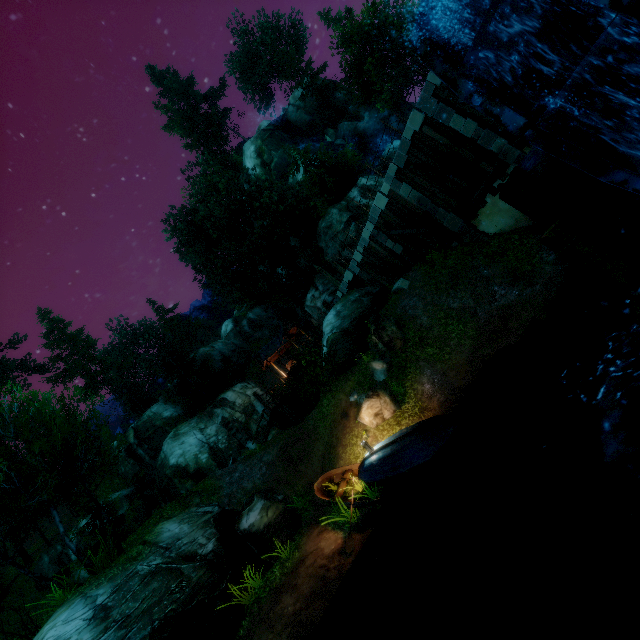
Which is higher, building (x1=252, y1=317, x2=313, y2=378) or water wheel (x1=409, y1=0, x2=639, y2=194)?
building (x1=252, y1=317, x2=313, y2=378)

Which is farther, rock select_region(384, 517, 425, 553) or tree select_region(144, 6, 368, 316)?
tree select_region(144, 6, 368, 316)

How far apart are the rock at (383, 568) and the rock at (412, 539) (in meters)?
0.23

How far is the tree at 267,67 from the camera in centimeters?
2970cm

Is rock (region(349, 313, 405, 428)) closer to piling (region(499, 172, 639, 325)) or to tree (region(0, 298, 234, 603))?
piling (region(499, 172, 639, 325))

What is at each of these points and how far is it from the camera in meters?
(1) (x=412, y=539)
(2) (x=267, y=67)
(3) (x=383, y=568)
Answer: (1) rock, 7.9
(2) tree, 46.4
(3) rock, 7.6

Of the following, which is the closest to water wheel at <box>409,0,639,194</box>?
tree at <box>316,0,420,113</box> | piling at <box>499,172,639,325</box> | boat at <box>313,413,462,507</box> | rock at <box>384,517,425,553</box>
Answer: piling at <box>499,172,639,325</box>

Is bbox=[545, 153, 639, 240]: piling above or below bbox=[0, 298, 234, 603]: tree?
below
